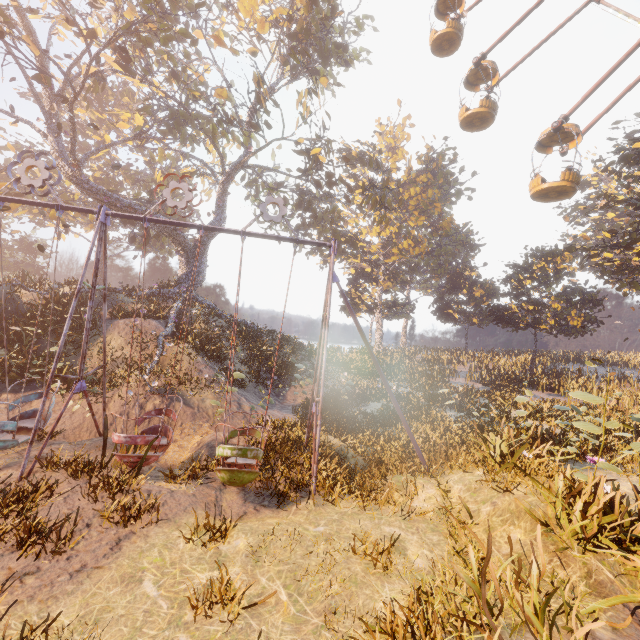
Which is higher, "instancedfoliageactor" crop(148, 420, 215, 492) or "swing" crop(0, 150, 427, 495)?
"swing" crop(0, 150, 427, 495)

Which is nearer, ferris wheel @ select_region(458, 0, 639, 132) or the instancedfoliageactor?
the instancedfoliageactor

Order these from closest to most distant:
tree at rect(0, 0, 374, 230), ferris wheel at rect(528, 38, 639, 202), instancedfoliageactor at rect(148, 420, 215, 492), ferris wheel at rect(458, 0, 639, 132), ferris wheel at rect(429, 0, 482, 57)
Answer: instancedfoliageactor at rect(148, 420, 215, 492) → ferris wheel at rect(528, 38, 639, 202) → ferris wheel at rect(458, 0, 639, 132) → tree at rect(0, 0, 374, 230) → ferris wheel at rect(429, 0, 482, 57)

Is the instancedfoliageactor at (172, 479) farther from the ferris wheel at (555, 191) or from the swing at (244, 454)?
the ferris wheel at (555, 191)

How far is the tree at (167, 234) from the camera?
21.8m

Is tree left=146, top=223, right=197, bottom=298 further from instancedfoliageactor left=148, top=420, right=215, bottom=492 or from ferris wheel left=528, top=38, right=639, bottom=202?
instancedfoliageactor left=148, top=420, right=215, bottom=492

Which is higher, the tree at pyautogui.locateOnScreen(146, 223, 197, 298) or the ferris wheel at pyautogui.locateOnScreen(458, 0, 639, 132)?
the ferris wheel at pyautogui.locateOnScreen(458, 0, 639, 132)

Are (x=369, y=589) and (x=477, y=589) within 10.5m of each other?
yes
